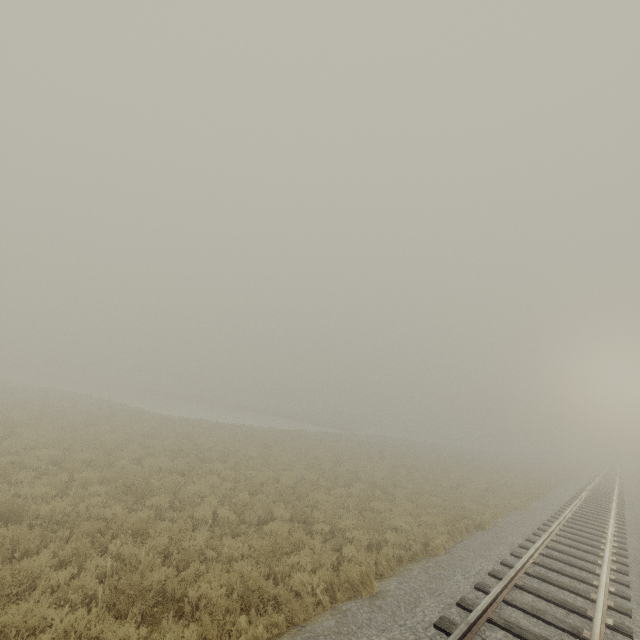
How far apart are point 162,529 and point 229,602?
2.89m
